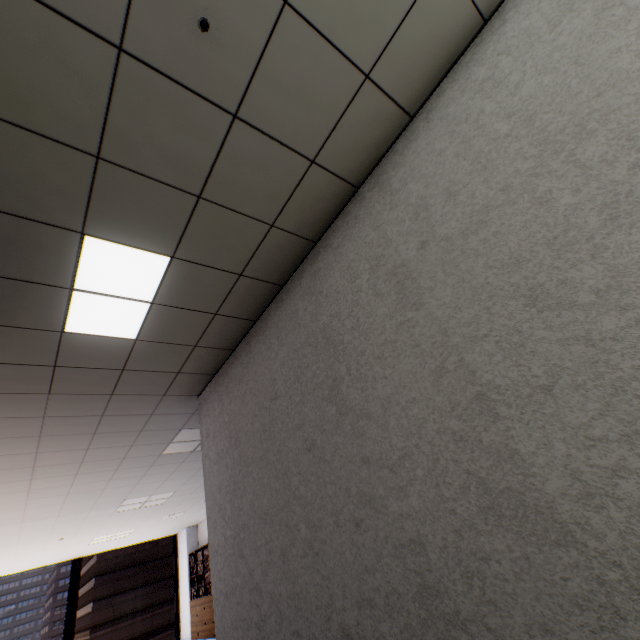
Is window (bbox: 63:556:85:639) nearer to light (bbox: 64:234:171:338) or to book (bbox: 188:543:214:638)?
book (bbox: 188:543:214:638)

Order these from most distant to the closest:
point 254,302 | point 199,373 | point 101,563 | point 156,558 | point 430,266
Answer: point 156,558
point 101,563
point 199,373
point 254,302
point 430,266

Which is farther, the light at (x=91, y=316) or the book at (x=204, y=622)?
the book at (x=204, y=622)

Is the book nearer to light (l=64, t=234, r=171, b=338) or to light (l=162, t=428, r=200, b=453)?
light (l=162, t=428, r=200, b=453)

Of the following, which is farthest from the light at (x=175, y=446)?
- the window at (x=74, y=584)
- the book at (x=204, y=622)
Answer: the window at (x=74, y=584)

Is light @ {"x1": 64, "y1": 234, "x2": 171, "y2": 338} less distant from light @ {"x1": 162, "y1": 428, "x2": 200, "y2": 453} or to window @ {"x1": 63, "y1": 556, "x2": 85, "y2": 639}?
light @ {"x1": 162, "y1": 428, "x2": 200, "y2": 453}

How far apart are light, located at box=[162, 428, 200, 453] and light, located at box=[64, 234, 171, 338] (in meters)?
2.35

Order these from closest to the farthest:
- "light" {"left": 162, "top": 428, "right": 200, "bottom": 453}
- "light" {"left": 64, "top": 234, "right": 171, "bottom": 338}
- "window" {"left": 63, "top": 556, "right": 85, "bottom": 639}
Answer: "light" {"left": 64, "top": 234, "right": 171, "bottom": 338}, "light" {"left": 162, "top": 428, "right": 200, "bottom": 453}, "window" {"left": 63, "top": 556, "right": 85, "bottom": 639}
